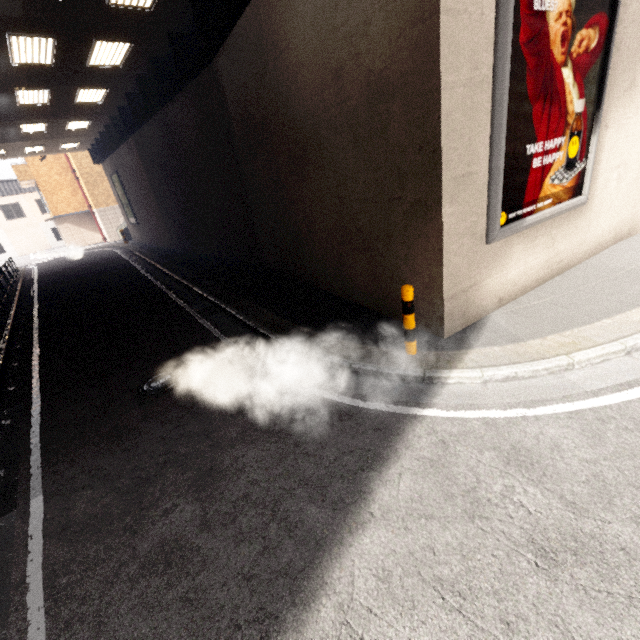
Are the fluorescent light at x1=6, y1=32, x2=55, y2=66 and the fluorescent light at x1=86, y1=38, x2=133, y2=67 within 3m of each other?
yes

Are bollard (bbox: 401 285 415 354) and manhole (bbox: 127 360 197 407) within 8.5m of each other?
yes

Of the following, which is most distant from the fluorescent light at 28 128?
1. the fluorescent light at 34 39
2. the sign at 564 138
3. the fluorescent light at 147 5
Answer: the sign at 564 138

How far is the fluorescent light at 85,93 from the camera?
12.2 meters

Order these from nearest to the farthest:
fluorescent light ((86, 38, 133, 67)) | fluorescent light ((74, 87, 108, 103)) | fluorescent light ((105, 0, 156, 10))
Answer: fluorescent light ((105, 0, 156, 10))
fluorescent light ((86, 38, 133, 67))
fluorescent light ((74, 87, 108, 103))

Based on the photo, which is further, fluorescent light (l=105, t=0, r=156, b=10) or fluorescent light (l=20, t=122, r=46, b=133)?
fluorescent light (l=20, t=122, r=46, b=133)

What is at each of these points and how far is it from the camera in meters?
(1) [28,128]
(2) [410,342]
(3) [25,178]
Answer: (1) fluorescent light, 15.6
(2) bollard, 4.8
(3) balcony, 26.8

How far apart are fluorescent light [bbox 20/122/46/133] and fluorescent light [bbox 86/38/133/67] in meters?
7.7 m
